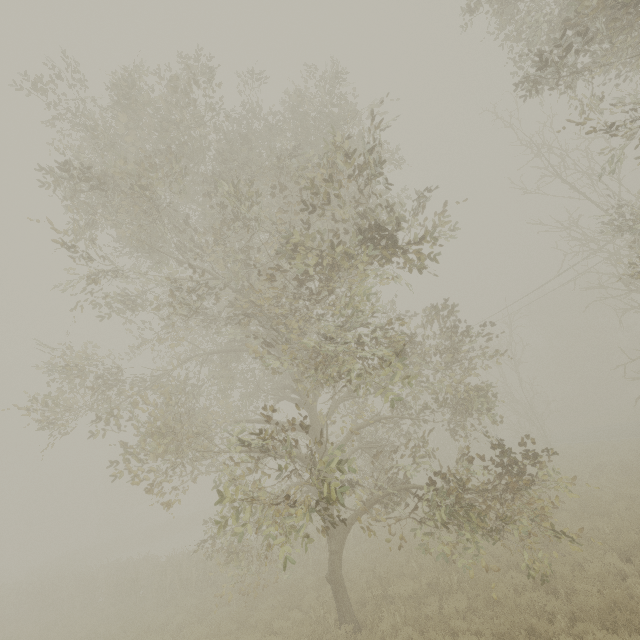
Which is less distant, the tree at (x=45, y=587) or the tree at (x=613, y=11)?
the tree at (x=613, y=11)

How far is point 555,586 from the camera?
8.6 meters

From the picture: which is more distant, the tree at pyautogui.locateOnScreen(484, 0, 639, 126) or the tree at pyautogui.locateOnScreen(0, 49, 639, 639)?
the tree at pyautogui.locateOnScreen(0, 49, 639, 639)
